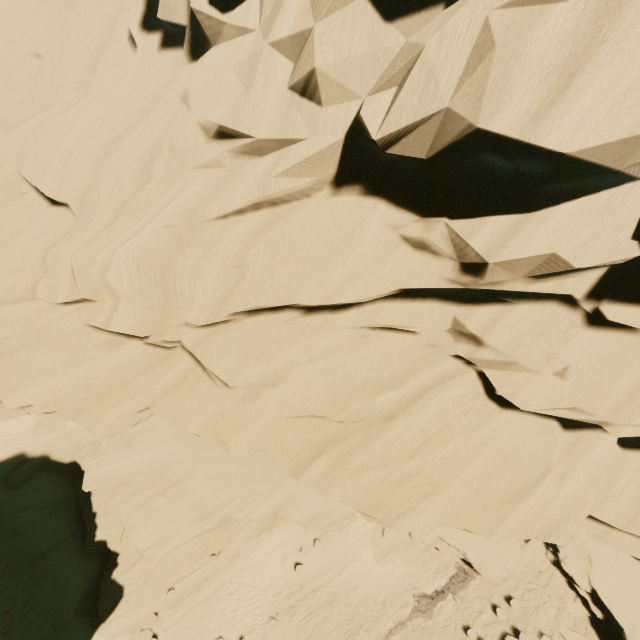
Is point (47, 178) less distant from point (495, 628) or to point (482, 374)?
point (482, 374)
